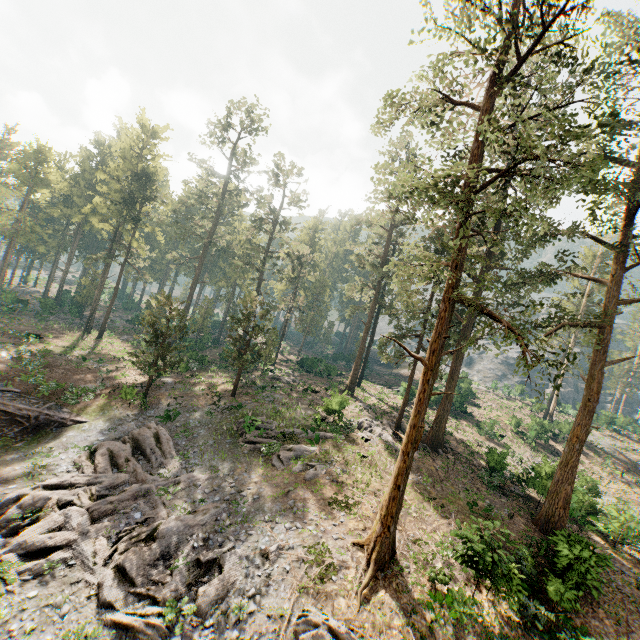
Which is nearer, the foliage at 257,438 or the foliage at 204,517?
the foliage at 204,517

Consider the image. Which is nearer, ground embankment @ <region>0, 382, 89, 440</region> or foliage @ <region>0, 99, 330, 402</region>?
ground embankment @ <region>0, 382, 89, 440</region>

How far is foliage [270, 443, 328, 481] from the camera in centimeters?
2123cm

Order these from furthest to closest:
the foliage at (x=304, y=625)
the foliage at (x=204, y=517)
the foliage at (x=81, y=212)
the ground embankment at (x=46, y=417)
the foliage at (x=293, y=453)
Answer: the foliage at (x=81, y=212) → the ground embankment at (x=46, y=417) → the foliage at (x=293, y=453) → the foliage at (x=204, y=517) → the foliage at (x=304, y=625)

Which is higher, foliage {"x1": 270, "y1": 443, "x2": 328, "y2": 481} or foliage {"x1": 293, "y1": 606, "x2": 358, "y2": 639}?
foliage {"x1": 270, "y1": 443, "x2": 328, "y2": 481}

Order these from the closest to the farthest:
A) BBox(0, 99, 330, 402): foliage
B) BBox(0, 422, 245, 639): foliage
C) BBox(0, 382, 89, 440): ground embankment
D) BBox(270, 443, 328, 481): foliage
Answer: BBox(0, 422, 245, 639): foliage, BBox(270, 443, 328, 481): foliage, BBox(0, 382, 89, 440): ground embankment, BBox(0, 99, 330, 402): foliage

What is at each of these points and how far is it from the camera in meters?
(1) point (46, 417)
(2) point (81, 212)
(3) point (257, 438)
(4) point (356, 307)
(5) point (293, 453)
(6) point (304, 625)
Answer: (1) ground embankment, 23.8
(2) foliage, 53.6
(3) foliage, 23.8
(4) foliage, 45.0
(5) foliage, 22.9
(6) foliage, 12.3
